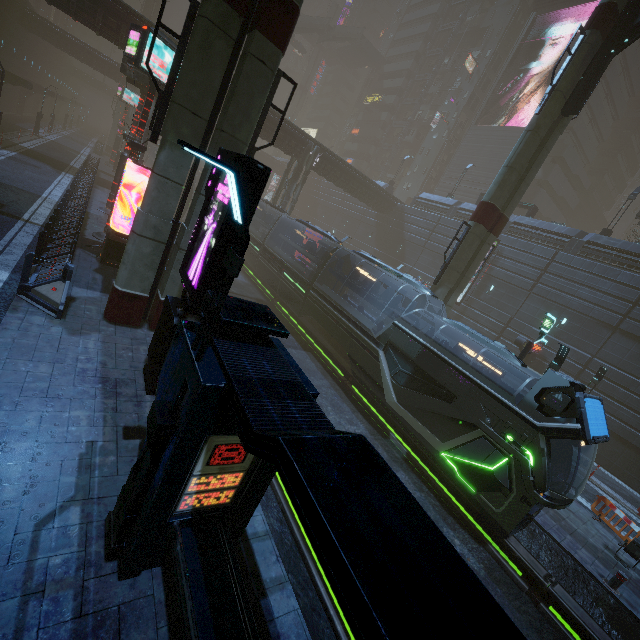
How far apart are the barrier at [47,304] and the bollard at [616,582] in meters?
17.8

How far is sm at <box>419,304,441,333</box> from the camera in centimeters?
1769cm

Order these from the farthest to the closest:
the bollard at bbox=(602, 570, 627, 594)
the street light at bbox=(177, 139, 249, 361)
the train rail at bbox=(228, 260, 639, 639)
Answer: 1. the bollard at bbox=(602, 570, 627, 594)
2. the train rail at bbox=(228, 260, 639, 639)
3. the street light at bbox=(177, 139, 249, 361)

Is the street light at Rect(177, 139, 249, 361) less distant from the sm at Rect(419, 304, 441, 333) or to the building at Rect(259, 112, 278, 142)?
the building at Rect(259, 112, 278, 142)

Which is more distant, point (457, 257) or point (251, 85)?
point (457, 257)

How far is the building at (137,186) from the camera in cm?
2539

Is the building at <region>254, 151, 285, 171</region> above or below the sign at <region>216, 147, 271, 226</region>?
above

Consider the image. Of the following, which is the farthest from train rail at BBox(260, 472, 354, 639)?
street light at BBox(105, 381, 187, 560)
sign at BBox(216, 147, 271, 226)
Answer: street light at BBox(105, 381, 187, 560)
